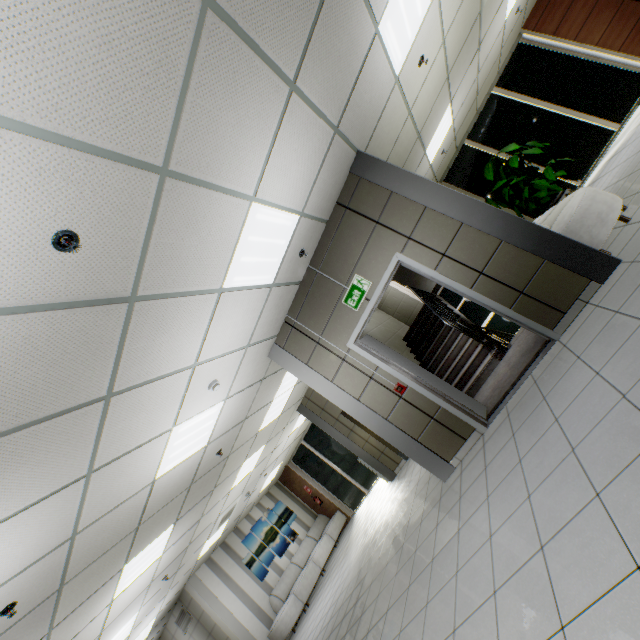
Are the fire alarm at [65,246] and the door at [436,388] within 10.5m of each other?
yes

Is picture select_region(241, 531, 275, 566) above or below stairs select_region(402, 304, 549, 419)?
above

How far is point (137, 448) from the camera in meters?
3.7

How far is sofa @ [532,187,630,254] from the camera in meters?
3.8 m

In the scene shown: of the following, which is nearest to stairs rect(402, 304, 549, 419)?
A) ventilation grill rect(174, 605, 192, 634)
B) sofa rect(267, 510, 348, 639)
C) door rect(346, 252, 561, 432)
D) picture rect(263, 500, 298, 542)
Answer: door rect(346, 252, 561, 432)

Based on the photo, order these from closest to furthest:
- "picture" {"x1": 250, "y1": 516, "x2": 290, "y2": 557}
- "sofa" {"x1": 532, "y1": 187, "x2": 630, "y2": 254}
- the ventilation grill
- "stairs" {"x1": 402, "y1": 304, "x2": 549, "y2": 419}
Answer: "sofa" {"x1": 532, "y1": 187, "x2": 630, "y2": 254}, "stairs" {"x1": 402, "y1": 304, "x2": 549, "y2": 419}, the ventilation grill, "picture" {"x1": 250, "y1": 516, "x2": 290, "y2": 557}

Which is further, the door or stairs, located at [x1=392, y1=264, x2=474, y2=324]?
stairs, located at [x1=392, y1=264, x2=474, y2=324]

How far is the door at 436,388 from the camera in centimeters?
393cm
